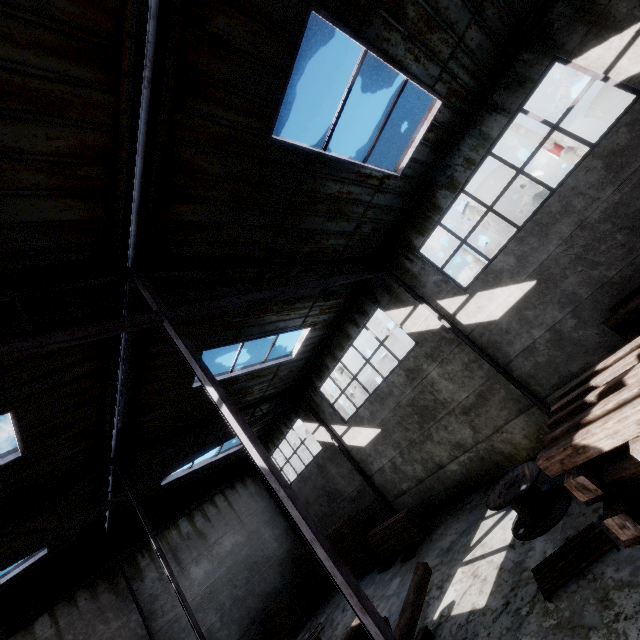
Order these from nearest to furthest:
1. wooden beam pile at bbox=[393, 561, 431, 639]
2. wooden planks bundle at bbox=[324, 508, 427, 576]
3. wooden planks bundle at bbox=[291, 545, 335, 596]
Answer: wooden beam pile at bbox=[393, 561, 431, 639]
wooden planks bundle at bbox=[324, 508, 427, 576]
wooden planks bundle at bbox=[291, 545, 335, 596]

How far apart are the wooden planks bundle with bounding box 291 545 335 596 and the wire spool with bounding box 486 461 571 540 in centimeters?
1046cm

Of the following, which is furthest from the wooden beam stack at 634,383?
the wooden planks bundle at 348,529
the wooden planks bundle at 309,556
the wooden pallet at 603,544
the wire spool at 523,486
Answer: the wooden planks bundle at 309,556

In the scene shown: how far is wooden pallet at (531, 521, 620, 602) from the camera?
4.9m

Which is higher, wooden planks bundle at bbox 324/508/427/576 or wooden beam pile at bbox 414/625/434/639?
wooden planks bundle at bbox 324/508/427/576

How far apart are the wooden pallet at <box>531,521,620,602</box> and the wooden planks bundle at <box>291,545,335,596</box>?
11.7m

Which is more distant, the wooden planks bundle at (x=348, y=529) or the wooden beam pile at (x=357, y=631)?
the wooden planks bundle at (x=348, y=529)

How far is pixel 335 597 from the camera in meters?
13.6
